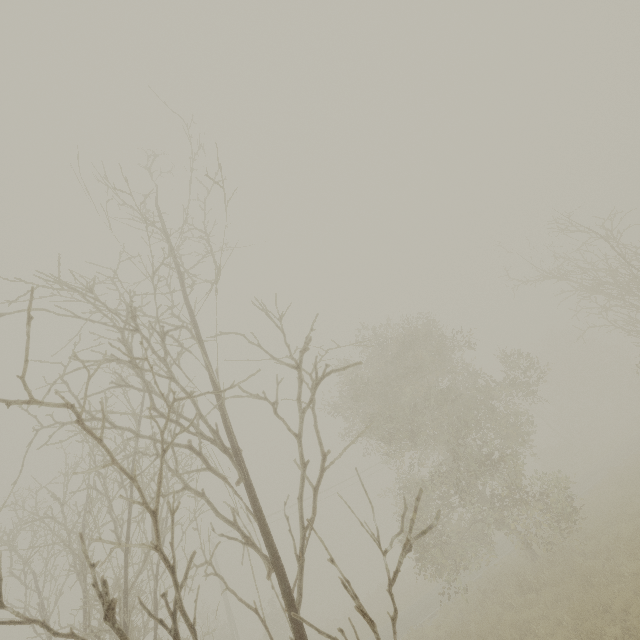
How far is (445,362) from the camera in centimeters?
1828cm
